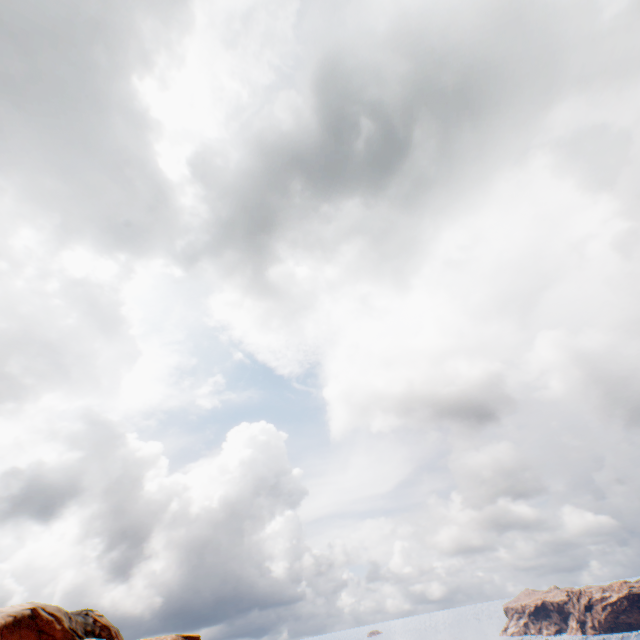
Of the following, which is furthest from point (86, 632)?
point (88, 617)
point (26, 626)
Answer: point (26, 626)
